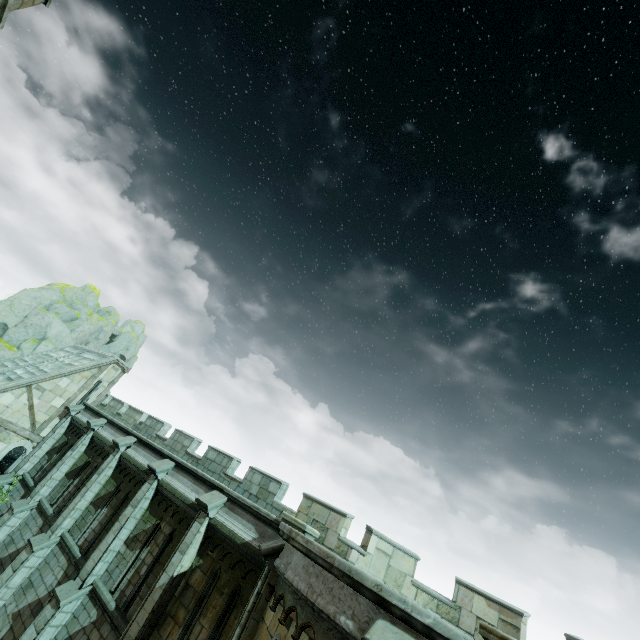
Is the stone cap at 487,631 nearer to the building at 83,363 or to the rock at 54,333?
the building at 83,363

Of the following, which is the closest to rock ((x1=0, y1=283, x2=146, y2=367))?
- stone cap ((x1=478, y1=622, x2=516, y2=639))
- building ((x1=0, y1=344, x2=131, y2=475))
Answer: building ((x1=0, y1=344, x2=131, y2=475))

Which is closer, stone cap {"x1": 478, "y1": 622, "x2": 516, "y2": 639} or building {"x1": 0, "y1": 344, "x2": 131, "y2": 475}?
stone cap {"x1": 478, "y1": 622, "x2": 516, "y2": 639}

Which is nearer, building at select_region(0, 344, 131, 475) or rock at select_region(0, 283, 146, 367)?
building at select_region(0, 344, 131, 475)

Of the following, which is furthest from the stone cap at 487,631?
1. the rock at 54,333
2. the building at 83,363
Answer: the rock at 54,333

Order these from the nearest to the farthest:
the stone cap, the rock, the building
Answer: the stone cap < the building < the rock

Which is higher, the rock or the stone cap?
the rock

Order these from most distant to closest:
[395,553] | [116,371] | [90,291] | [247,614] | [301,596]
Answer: [90,291] < [116,371] < [395,553] < [247,614] < [301,596]
